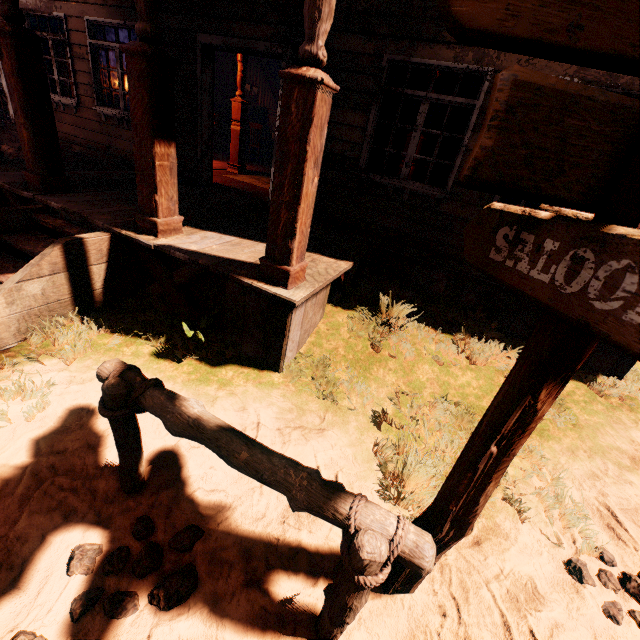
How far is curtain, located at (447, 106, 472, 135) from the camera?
4.30m

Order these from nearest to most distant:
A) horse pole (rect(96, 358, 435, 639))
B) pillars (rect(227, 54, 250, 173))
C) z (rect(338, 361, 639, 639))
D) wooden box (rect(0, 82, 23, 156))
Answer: horse pole (rect(96, 358, 435, 639)) < z (rect(338, 361, 639, 639)) < pillars (rect(227, 54, 250, 173)) < wooden box (rect(0, 82, 23, 156))

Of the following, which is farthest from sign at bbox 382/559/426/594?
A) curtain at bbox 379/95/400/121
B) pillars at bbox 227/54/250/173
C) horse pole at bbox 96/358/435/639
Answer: pillars at bbox 227/54/250/173

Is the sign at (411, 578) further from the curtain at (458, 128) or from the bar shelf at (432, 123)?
the bar shelf at (432, 123)

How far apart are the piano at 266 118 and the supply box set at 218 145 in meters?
1.9 m

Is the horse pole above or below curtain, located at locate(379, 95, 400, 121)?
below

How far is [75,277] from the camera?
3.40m

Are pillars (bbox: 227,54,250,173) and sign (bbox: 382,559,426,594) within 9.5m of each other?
yes
